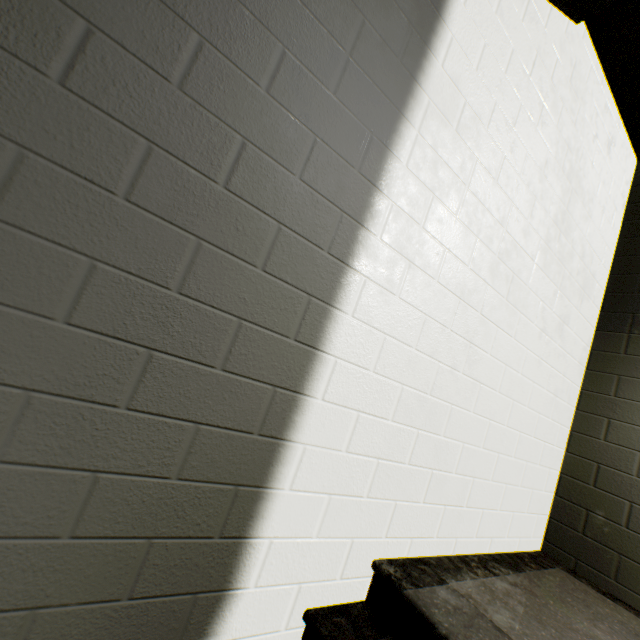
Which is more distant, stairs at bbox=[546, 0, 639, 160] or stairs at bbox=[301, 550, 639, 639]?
stairs at bbox=[546, 0, 639, 160]

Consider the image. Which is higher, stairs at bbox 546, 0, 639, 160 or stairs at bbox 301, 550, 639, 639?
stairs at bbox 546, 0, 639, 160

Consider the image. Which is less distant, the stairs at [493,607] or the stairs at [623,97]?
the stairs at [493,607]

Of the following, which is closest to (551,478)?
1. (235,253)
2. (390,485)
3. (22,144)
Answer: (390,485)

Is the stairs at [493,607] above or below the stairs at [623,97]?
below
